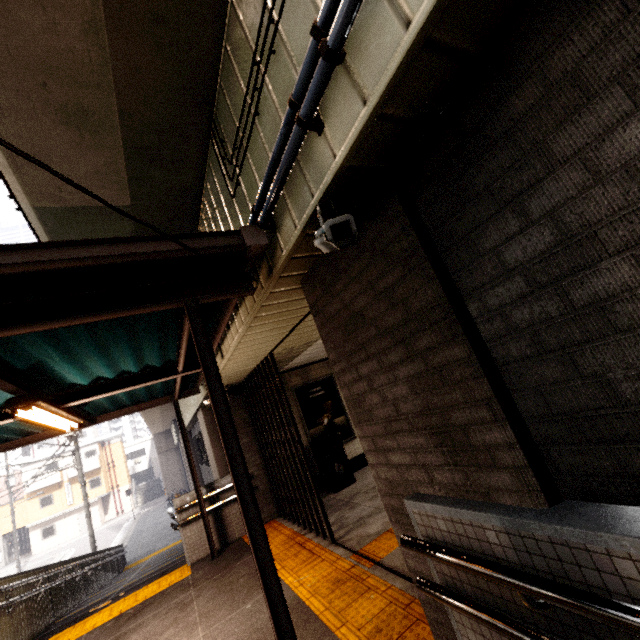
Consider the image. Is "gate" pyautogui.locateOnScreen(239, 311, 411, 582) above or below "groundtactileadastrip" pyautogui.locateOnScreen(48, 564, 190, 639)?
above

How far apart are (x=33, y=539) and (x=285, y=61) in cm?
4966

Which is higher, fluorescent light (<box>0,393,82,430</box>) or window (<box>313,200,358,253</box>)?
fluorescent light (<box>0,393,82,430</box>)

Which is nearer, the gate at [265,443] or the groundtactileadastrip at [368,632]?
the groundtactileadastrip at [368,632]

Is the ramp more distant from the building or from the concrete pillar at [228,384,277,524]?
the building

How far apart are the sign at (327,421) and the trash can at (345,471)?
0.10m

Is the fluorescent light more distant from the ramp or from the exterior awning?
the ramp

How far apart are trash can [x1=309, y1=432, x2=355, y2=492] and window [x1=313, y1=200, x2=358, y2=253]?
6.1 meters
